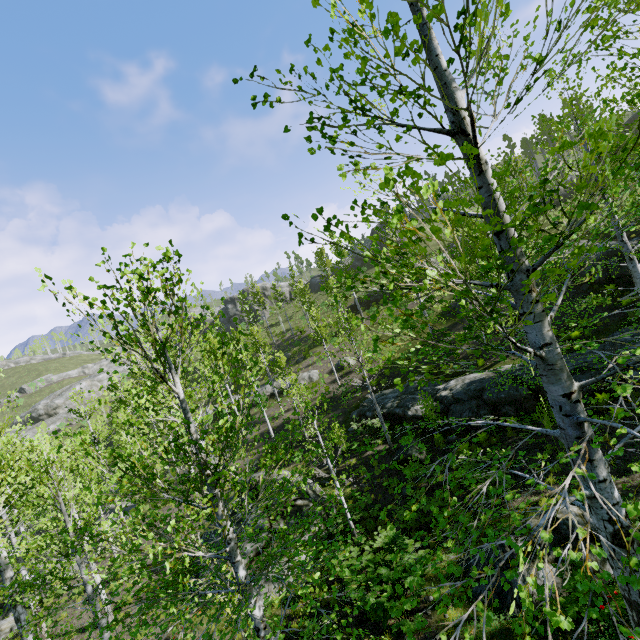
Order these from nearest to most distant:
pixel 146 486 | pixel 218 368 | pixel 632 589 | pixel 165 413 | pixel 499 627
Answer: pixel 632 589
pixel 146 486
pixel 499 627
pixel 165 413
pixel 218 368

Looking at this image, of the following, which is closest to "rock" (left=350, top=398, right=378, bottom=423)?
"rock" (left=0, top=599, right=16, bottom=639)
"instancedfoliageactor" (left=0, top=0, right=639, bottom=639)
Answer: "instancedfoliageactor" (left=0, top=0, right=639, bottom=639)

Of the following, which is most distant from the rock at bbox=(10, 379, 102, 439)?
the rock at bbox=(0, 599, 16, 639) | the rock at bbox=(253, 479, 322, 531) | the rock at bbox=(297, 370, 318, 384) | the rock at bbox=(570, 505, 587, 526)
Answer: the rock at bbox=(253, 479, 322, 531)

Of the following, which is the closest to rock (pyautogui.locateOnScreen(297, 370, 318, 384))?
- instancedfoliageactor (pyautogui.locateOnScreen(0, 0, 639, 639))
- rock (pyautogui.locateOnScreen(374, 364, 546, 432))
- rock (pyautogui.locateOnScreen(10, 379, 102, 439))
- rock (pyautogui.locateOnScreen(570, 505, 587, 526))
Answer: instancedfoliageactor (pyautogui.locateOnScreen(0, 0, 639, 639))

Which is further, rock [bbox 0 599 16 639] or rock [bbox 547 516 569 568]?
rock [bbox 0 599 16 639]

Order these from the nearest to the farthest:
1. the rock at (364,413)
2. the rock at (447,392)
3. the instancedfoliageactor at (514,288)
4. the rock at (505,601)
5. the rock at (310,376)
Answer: the instancedfoliageactor at (514,288), the rock at (505,601), the rock at (447,392), the rock at (364,413), the rock at (310,376)

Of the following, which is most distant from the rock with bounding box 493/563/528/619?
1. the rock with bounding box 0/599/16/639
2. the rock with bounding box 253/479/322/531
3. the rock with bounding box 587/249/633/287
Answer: the rock with bounding box 587/249/633/287

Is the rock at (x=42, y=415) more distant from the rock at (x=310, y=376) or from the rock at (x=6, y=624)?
the rock at (x=6, y=624)
